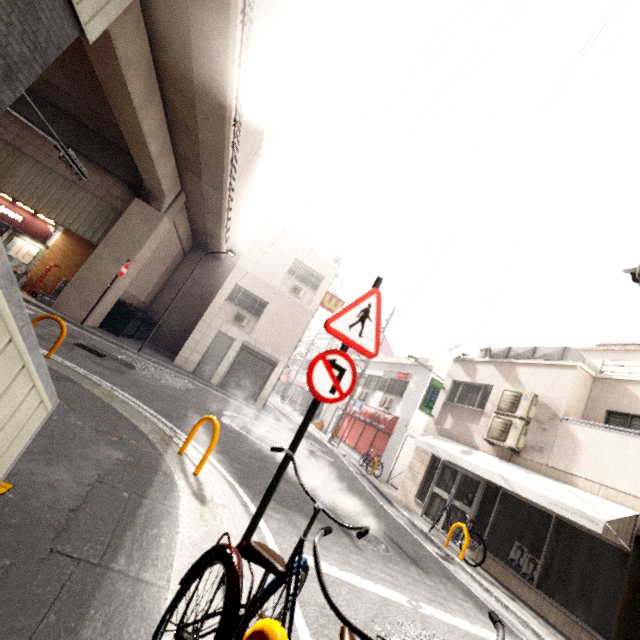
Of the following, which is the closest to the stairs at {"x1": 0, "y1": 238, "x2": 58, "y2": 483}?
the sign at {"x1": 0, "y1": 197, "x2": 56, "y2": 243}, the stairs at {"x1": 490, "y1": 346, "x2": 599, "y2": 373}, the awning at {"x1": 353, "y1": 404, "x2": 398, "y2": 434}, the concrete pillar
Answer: the concrete pillar

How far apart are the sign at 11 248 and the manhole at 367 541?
15.1 meters

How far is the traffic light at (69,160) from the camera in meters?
5.8

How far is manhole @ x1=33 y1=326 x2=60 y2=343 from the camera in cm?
771

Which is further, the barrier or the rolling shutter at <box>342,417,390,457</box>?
the rolling shutter at <box>342,417,390,457</box>

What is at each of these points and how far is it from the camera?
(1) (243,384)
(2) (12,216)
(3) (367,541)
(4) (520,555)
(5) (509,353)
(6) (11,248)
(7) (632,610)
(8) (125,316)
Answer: (1) rolling shutter, 16.66m
(2) sign, 12.86m
(3) manhole, 5.83m
(4) sign, 7.75m
(5) stairs, 11.62m
(6) sign, 12.88m
(7) utility pole, 0.43m
(8) dumpster, 14.35m

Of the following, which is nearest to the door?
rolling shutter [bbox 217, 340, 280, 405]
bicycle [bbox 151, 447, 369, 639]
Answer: rolling shutter [bbox 217, 340, 280, 405]

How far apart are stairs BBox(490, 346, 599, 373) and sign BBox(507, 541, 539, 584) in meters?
5.0
